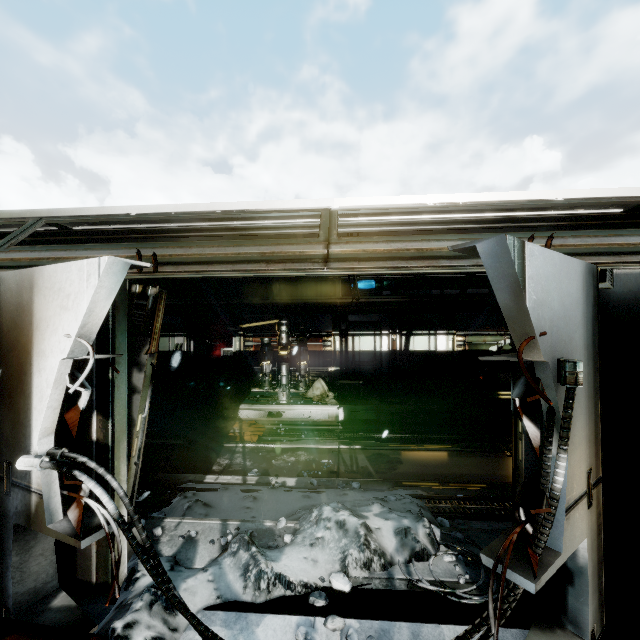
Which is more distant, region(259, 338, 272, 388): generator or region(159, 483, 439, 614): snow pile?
region(259, 338, 272, 388): generator

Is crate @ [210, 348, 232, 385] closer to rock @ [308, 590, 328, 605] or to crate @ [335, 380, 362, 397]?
crate @ [335, 380, 362, 397]

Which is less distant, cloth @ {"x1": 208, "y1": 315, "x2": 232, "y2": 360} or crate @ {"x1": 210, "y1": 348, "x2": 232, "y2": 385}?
crate @ {"x1": 210, "y1": 348, "x2": 232, "y2": 385}

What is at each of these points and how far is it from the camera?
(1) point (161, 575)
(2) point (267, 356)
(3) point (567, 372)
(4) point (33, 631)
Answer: (1) wires, 2.2m
(2) generator, 9.5m
(3) wires, 1.8m
(4) wall rubble, 2.2m

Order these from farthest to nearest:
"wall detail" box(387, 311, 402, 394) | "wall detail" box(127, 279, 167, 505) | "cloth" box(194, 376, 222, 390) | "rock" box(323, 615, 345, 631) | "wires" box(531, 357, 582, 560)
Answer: "cloth" box(194, 376, 222, 390) < "wall detail" box(387, 311, 402, 394) < "wall detail" box(127, 279, 167, 505) < "rock" box(323, 615, 345, 631) < "wires" box(531, 357, 582, 560)

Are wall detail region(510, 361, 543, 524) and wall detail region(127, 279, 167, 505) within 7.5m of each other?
yes

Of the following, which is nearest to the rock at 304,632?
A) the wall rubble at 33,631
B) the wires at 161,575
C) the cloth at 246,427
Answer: the wires at 161,575

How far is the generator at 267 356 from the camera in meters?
9.5
